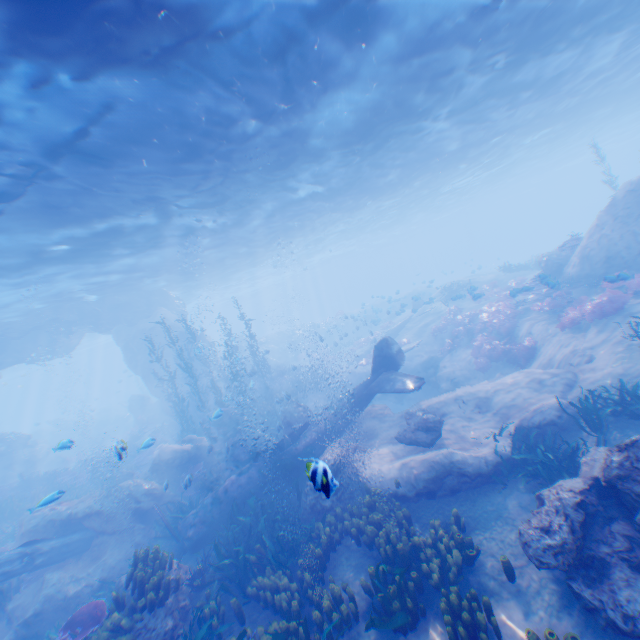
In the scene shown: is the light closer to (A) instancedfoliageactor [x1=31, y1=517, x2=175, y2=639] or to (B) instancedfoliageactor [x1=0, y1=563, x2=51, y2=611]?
(A) instancedfoliageactor [x1=31, y1=517, x2=175, y2=639]

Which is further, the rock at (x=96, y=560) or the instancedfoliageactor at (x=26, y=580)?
the instancedfoliageactor at (x=26, y=580)

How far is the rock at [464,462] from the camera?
8.8 meters

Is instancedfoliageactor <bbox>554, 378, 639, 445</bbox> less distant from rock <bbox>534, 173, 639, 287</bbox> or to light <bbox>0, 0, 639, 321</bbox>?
rock <bbox>534, 173, 639, 287</bbox>

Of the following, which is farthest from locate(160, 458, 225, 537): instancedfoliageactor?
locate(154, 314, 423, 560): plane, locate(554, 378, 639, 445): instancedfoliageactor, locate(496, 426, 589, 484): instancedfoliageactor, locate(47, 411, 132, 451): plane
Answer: locate(47, 411, 132, 451): plane

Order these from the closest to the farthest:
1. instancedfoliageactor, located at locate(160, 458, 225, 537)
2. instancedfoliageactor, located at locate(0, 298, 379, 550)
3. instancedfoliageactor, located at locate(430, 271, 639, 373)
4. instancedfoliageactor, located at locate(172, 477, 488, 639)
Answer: instancedfoliageactor, located at locate(172, 477, 488, 639) → instancedfoliageactor, located at locate(160, 458, 225, 537) → instancedfoliageactor, located at locate(430, 271, 639, 373) → instancedfoliageactor, located at locate(0, 298, 379, 550)

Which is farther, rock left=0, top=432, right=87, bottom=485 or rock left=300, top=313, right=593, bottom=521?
rock left=0, top=432, right=87, bottom=485

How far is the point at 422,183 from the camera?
29.89m
